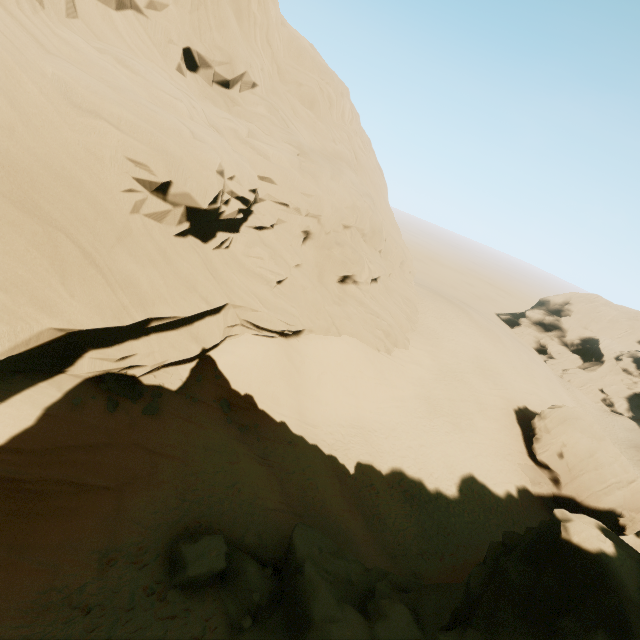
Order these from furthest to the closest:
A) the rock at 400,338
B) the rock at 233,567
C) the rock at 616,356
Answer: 1. the rock at 616,356
2. the rock at 400,338
3. the rock at 233,567

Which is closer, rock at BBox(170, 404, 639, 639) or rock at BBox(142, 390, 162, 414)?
rock at BBox(170, 404, 639, 639)

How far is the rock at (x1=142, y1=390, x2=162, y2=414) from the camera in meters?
13.1 m

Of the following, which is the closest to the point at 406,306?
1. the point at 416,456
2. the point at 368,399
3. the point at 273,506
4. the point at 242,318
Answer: the point at 368,399

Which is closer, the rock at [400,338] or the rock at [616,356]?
the rock at [400,338]

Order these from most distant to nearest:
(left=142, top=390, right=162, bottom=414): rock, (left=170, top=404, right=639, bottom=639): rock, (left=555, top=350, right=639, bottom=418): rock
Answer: (left=555, top=350, right=639, bottom=418): rock
(left=142, top=390, right=162, bottom=414): rock
(left=170, top=404, right=639, bottom=639): rock
